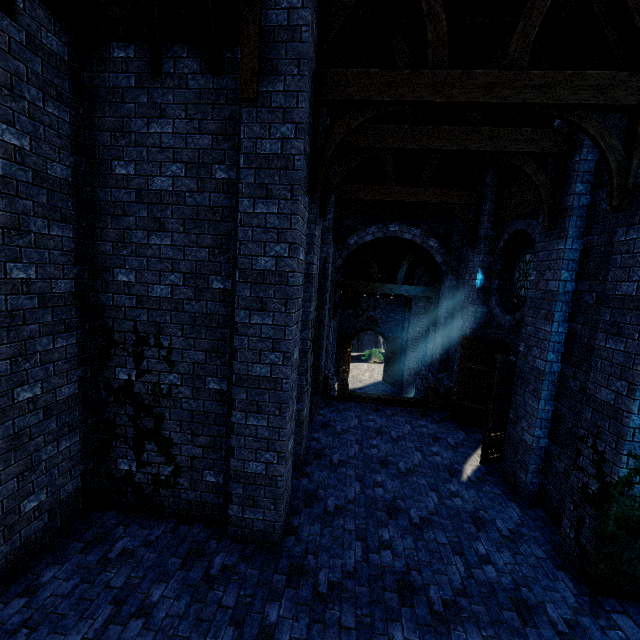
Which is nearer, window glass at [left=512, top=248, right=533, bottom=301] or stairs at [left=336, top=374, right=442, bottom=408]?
window glass at [left=512, top=248, right=533, bottom=301]

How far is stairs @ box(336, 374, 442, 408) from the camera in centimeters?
1030cm

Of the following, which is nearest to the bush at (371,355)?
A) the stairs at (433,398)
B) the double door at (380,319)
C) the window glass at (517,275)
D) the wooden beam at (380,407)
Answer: the double door at (380,319)

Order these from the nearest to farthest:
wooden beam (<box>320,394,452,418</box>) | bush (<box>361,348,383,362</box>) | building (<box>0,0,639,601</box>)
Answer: building (<box>0,0,639,601</box>) → wooden beam (<box>320,394,452,418</box>) → bush (<box>361,348,383,362</box>)

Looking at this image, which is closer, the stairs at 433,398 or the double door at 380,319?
the stairs at 433,398

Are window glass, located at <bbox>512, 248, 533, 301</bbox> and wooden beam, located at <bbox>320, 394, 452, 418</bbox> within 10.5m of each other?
yes

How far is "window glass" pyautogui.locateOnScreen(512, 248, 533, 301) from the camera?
7.8m

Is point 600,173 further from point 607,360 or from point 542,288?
point 607,360
